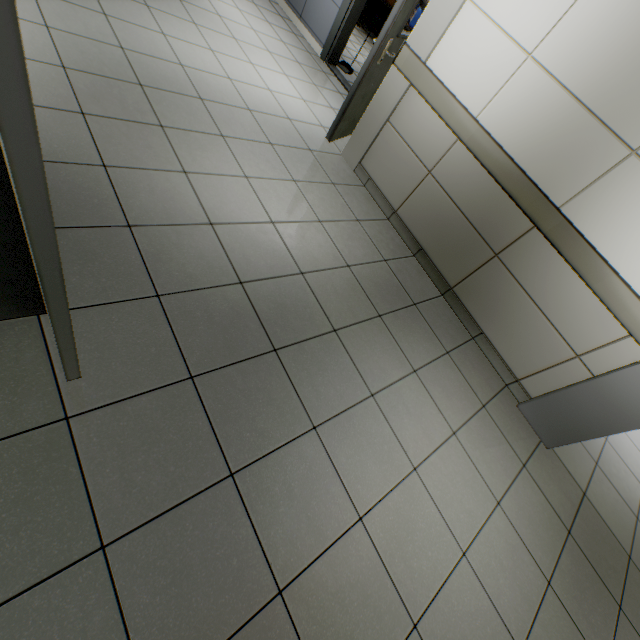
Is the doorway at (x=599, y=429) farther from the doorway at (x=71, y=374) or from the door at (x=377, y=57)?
the door at (x=377, y=57)

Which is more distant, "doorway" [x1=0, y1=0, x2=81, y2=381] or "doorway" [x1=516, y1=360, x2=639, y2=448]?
"doorway" [x1=516, y1=360, x2=639, y2=448]

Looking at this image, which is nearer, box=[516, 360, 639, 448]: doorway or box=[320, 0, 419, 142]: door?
box=[516, 360, 639, 448]: doorway

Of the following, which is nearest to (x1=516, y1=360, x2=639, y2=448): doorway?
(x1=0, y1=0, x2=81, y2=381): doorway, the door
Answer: (x1=0, y1=0, x2=81, y2=381): doorway

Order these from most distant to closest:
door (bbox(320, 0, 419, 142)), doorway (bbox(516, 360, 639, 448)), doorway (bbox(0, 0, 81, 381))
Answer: door (bbox(320, 0, 419, 142)), doorway (bbox(516, 360, 639, 448)), doorway (bbox(0, 0, 81, 381))

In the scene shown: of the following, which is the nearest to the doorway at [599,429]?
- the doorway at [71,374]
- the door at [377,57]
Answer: the doorway at [71,374]

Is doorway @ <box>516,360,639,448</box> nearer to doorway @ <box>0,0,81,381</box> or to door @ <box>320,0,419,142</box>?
doorway @ <box>0,0,81,381</box>

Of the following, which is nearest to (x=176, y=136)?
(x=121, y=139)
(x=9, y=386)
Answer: (x=121, y=139)
